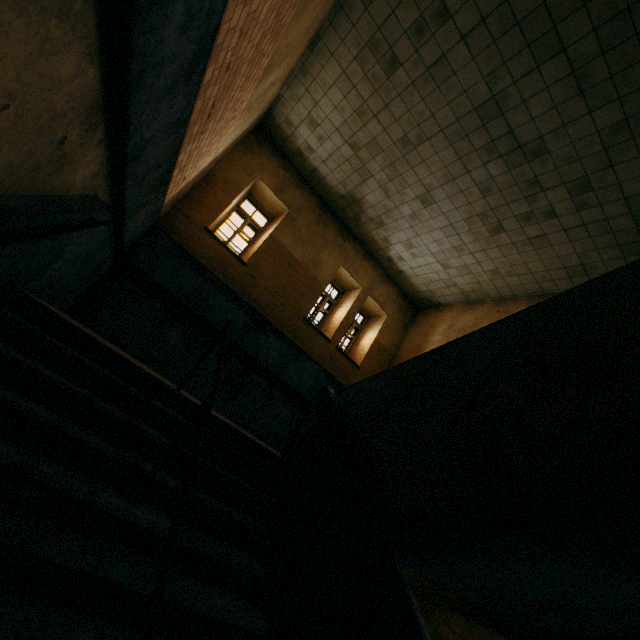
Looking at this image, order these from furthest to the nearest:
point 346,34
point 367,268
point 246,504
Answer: point 367,268 < point 346,34 < point 246,504
